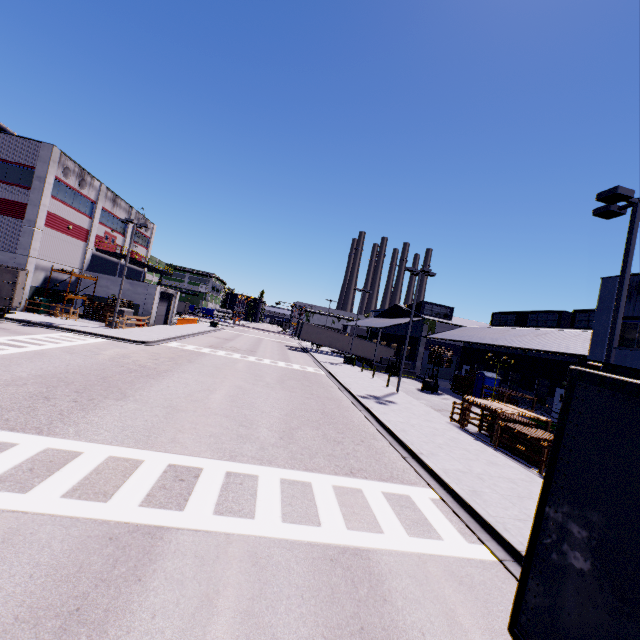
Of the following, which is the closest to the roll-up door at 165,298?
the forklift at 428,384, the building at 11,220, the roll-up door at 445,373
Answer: the building at 11,220

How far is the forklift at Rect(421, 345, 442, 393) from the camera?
29.5 meters

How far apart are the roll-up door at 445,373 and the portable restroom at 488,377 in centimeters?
1179cm

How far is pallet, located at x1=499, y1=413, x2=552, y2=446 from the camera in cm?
1333

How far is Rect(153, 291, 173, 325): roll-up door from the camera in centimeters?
4003cm

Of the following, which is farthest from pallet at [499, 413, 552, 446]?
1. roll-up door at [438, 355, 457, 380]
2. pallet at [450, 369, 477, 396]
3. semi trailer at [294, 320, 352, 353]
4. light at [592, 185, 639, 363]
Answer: roll-up door at [438, 355, 457, 380]

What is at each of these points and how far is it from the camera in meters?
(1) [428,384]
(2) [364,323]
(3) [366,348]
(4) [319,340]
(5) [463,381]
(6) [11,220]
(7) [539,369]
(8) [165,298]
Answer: (1) forklift, 29.5 m
(2) building, 54.5 m
(3) semi trailer, 50.4 m
(4) semi trailer, 49.3 m
(5) pallet, 33.5 m
(6) building, 27.8 m
(7) building, 30.9 m
(8) roll-up door, 41.9 m

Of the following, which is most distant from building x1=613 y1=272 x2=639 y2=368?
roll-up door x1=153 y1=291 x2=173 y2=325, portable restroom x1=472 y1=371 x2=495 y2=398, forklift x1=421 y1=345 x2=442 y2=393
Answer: forklift x1=421 y1=345 x2=442 y2=393
